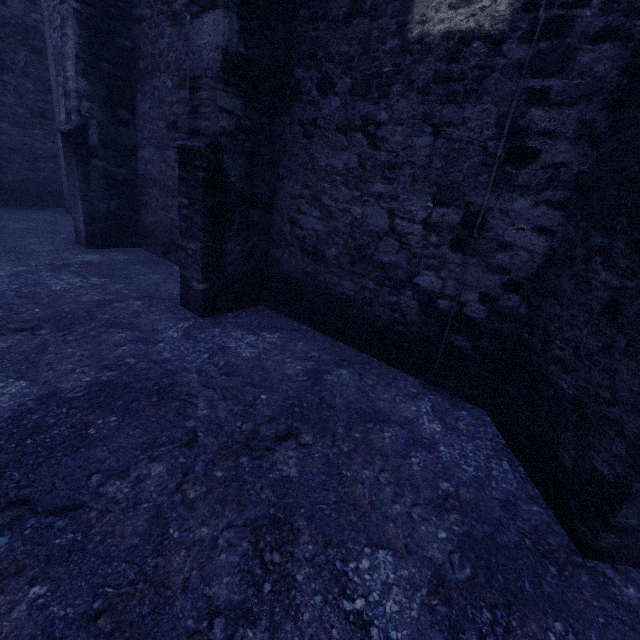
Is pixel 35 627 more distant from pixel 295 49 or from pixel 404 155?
pixel 295 49
